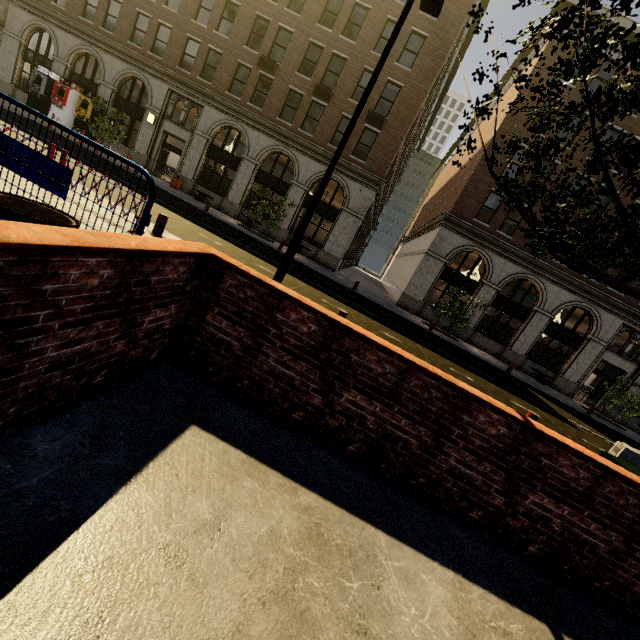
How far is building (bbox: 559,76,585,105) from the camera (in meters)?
19.19

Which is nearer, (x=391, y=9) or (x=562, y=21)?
(x=562, y=21)

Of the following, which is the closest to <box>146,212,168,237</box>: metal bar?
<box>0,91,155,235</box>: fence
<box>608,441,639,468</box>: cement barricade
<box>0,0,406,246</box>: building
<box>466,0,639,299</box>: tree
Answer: <box>0,91,155,235</box>: fence

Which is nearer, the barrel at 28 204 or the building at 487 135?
the barrel at 28 204

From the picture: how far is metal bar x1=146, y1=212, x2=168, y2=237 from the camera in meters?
7.8 m

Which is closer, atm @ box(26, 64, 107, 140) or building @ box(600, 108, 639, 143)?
building @ box(600, 108, 639, 143)

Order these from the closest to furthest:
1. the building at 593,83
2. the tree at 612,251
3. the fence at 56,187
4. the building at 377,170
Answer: the tree at 612,251 < the fence at 56,187 < the building at 593,83 < the building at 377,170
